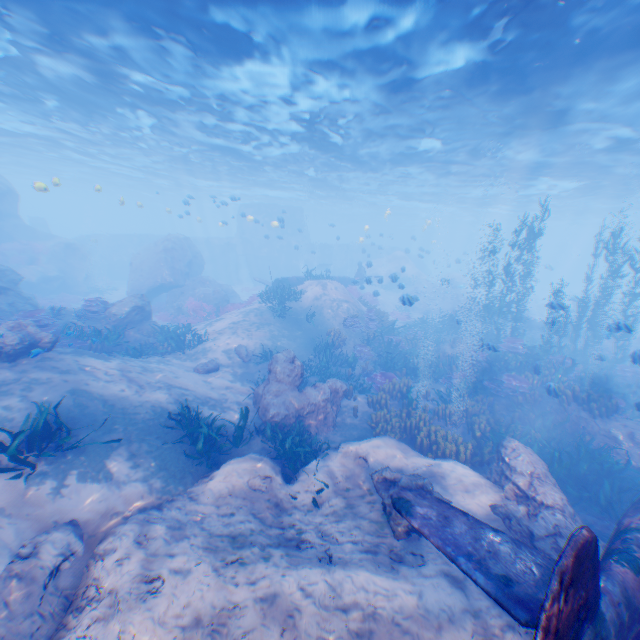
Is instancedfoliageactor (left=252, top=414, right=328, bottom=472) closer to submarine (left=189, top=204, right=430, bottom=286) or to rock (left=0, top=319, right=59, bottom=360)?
rock (left=0, top=319, right=59, bottom=360)

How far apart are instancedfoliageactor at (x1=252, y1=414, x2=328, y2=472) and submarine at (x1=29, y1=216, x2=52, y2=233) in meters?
46.6

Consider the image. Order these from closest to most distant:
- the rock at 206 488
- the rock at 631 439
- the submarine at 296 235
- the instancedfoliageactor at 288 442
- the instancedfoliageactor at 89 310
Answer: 1. the rock at 206 488
2. the instancedfoliageactor at 288 442
3. the rock at 631 439
4. the instancedfoliageactor at 89 310
5. the submarine at 296 235

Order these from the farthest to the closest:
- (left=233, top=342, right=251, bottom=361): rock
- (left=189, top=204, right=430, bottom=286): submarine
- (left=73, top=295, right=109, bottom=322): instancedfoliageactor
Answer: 1. (left=189, top=204, right=430, bottom=286): submarine
2. (left=233, top=342, right=251, bottom=361): rock
3. (left=73, top=295, right=109, bottom=322): instancedfoliageactor

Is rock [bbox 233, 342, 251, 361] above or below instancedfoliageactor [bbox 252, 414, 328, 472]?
above

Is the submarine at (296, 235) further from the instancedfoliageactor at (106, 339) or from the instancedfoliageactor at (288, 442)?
the instancedfoliageactor at (288, 442)

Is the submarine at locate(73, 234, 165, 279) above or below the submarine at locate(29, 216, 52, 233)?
below

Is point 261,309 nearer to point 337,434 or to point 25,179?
point 337,434
